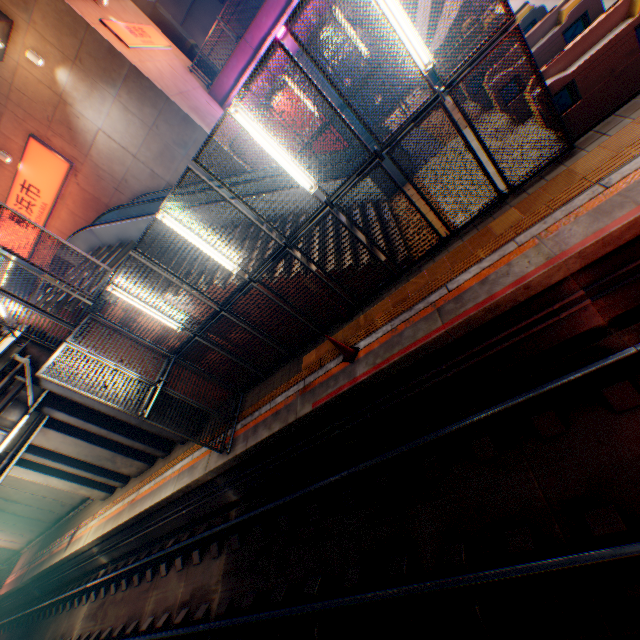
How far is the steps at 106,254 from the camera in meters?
10.3 m

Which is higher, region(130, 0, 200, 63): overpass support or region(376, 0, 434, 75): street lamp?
region(130, 0, 200, 63): overpass support

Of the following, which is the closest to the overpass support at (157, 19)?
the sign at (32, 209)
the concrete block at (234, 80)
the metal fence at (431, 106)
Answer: the metal fence at (431, 106)

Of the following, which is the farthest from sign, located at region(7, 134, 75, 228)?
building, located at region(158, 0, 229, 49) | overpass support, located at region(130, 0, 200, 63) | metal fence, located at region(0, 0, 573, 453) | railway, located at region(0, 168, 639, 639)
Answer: building, located at region(158, 0, 229, 49)

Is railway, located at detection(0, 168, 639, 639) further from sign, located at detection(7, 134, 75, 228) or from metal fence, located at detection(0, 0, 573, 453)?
sign, located at detection(7, 134, 75, 228)

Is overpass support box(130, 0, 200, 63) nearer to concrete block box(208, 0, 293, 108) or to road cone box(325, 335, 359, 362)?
concrete block box(208, 0, 293, 108)

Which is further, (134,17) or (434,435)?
(134,17)

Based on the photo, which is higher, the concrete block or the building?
the building
